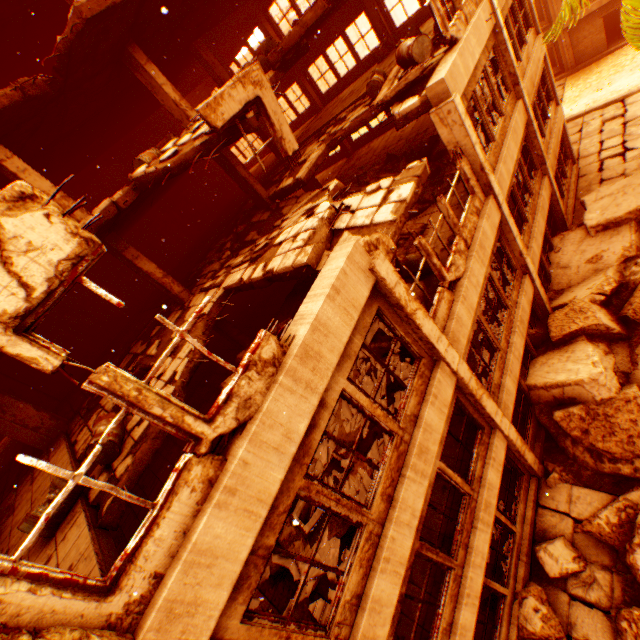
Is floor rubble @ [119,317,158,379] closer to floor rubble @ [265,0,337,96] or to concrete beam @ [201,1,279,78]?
floor rubble @ [265,0,337,96]

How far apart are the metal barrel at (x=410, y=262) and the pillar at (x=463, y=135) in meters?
2.1

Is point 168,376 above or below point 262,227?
above

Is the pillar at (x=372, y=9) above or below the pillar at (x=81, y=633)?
above

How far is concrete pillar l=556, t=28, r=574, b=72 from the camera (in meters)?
21.44

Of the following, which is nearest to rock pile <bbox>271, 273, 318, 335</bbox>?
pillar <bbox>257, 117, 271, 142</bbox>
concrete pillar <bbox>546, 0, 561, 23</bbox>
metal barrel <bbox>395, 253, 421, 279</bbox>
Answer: metal barrel <bbox>395, 253, 421, 279</bbox>

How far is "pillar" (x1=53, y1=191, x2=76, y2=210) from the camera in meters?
8.1 m

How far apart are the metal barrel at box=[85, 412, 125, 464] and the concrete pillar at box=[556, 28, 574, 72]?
32.1 meters
